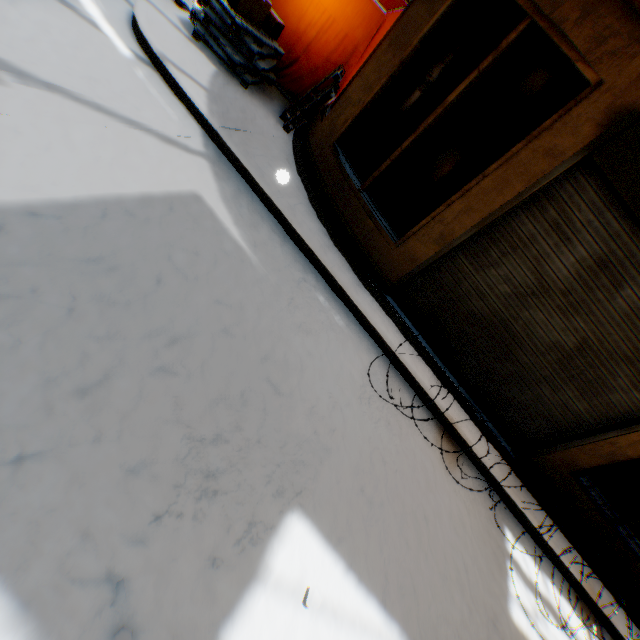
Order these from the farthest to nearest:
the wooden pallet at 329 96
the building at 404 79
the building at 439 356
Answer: the wooden pallet at 329 96 < the building at 439 356 < the building at 404 79

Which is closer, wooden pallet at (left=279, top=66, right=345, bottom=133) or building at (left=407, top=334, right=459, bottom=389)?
building at (left=407, top=334, right=459, bottom=389)

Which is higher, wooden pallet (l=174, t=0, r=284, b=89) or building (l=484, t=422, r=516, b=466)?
wooden pallet (l=174, t=0, r=284, b=89)

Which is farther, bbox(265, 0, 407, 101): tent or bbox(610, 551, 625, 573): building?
bbox(265, 0, 407, 101): tent

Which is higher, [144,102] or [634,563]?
[634,563]

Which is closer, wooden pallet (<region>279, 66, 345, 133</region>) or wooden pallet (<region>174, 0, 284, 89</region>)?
wooden pallet (<region>174, 0, 284, 89</region>)

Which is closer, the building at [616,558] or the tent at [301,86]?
the building at [616,558]

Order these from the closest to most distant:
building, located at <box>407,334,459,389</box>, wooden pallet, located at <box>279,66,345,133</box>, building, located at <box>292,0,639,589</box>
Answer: building, located at <box>292,0,639,589</box>
building, located at <box>407,334,459,389</box>
wooden pallet, located at <box>279,66,345,133</box>
